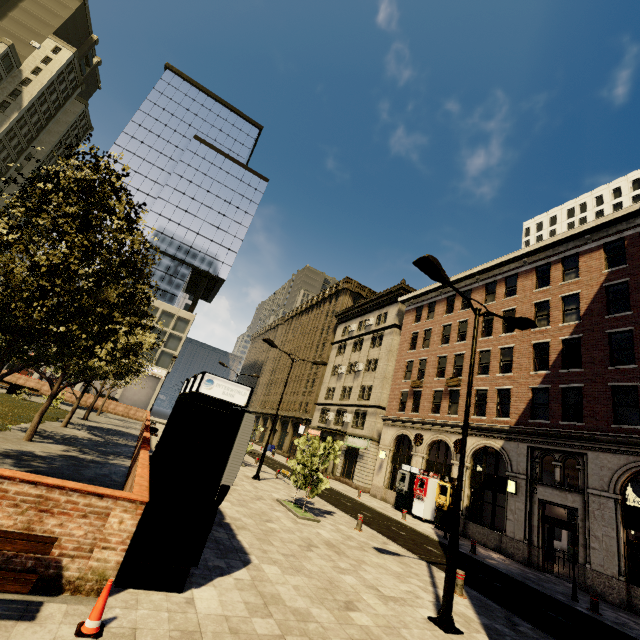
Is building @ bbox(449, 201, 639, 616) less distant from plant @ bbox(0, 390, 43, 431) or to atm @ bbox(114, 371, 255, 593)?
atm @ bbox(114, 371, 255, 593)

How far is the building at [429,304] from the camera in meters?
25.7 m

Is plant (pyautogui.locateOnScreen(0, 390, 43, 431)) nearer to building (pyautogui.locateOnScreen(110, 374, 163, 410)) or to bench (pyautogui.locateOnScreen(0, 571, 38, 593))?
bench (pyautogui.locateOnScreen(0, 571, 38, 593))

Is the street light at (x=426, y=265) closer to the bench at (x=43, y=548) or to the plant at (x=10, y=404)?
the bench at (x=43, y=548)

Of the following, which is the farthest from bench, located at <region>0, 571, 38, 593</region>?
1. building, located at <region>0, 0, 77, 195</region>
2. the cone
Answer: building, located at <region>0, 0, 77, 195</region>

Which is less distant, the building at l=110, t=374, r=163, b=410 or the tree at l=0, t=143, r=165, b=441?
the tree at l=0, t=143, r=165, b=441

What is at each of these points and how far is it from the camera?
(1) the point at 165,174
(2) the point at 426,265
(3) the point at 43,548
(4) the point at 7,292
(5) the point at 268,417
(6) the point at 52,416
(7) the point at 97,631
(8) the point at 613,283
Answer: (1) building, 58.6 meters
(2) street light, 8.6 meters
(3) bench, 4.0 meters
(4) tree, 7.4 meters
(5) building, 59.7 meters
(6) plant, 18.6 meters
(7) cone, 3.7 meters
(8) building, 18.3 meters

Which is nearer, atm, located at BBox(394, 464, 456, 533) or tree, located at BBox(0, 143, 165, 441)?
tree, located at BBox(0, 143, 165, 441)
